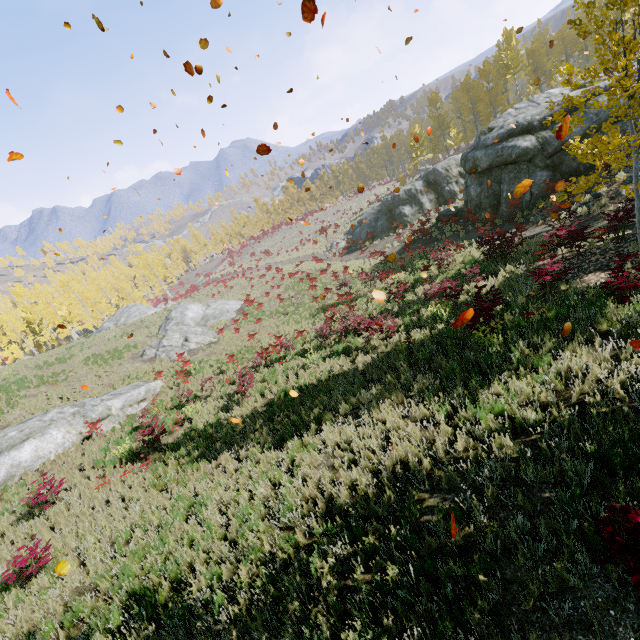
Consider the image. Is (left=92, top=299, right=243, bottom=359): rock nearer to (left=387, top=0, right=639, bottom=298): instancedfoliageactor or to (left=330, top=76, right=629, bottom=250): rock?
(left=330, top=76, right=629, bottom=250): rock

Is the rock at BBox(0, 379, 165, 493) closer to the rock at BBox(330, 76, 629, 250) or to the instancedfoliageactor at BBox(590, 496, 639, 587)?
the instancedfoliageactor at BBox(590, 496, 639, 587)

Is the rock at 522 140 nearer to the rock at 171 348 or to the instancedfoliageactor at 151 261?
the instancedfoliageactor at 151 261

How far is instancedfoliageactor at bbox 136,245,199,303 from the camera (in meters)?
52.40

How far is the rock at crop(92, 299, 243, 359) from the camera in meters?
24.3

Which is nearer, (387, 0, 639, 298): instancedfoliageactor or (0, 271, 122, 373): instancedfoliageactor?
(387, 0, 639, 298): instancedfoliageactor

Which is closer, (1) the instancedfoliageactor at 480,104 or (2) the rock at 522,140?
(1) the instancedfoliageactor at 480,104

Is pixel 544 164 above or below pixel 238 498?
above
